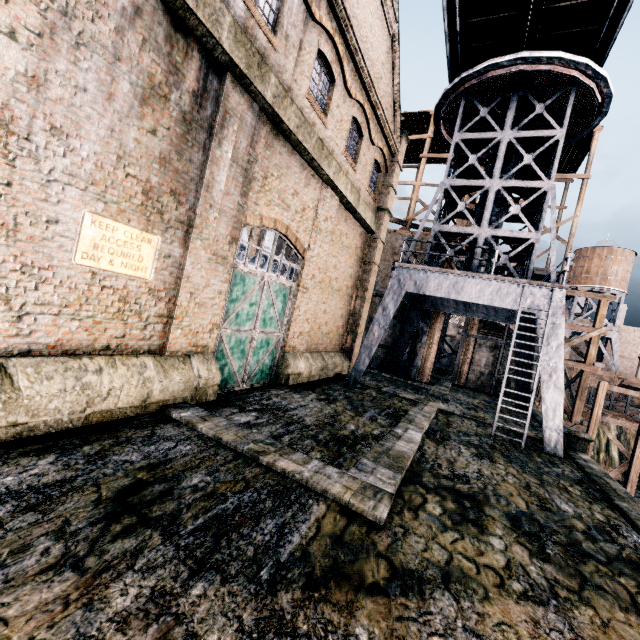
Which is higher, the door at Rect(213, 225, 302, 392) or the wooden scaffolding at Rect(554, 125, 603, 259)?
the wooden scaffolding at Rect(554, 125, 603, 259)

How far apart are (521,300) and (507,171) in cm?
780

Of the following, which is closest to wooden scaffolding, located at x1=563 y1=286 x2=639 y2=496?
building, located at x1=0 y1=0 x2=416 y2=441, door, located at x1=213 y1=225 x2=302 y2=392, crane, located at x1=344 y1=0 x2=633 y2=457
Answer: building, located at x1=0 y1=0 x2=416 y2=441

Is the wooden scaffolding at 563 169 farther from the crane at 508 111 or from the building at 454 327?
the crane at 508 111

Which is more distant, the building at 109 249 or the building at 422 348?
the building at 422 348

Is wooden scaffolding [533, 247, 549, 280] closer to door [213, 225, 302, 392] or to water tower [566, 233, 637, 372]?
door [213, 225, 302, 392]

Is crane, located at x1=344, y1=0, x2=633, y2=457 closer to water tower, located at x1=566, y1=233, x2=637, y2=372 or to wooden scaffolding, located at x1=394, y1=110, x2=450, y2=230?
wooden scaffolding, located at x1=394, y1=110, x2=450, y2=230

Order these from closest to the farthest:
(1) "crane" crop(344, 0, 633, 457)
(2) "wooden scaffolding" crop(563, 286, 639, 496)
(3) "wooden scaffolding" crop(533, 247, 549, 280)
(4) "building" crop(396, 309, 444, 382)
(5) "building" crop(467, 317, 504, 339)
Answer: (1) "crane" crop(344, 0, 633, 457) < (2) "wooden scaffolding" crop(563, 286, 639, 496) < (4) "building" crop(396, 309, 444, 382) < (3) "wooden scaffolding" crop(533, 247, 549, 280) < (5) "building" crop(467, 317, 504, 339)
